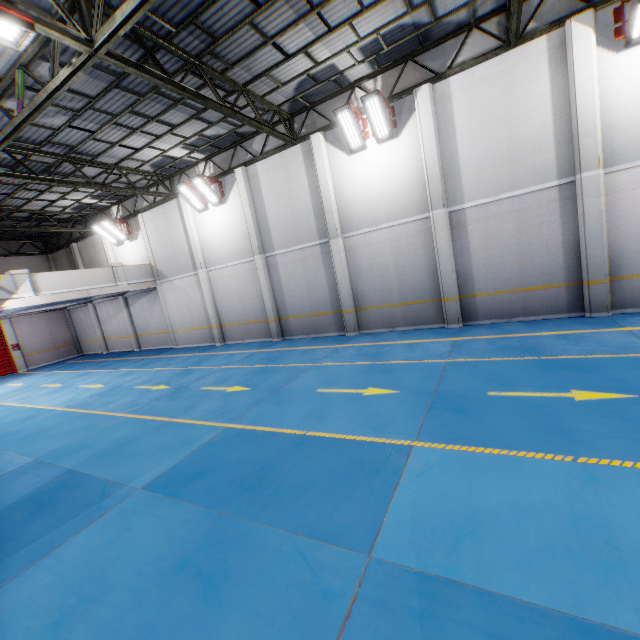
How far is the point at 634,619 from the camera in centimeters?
233cm

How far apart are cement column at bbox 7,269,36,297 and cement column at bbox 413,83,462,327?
16.62m

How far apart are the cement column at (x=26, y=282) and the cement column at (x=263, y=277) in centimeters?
949cm

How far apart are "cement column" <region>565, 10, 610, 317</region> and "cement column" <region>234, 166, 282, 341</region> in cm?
1133

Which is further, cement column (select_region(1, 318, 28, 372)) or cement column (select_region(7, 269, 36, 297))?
cement column (select_region(1, 318, 28, 372))

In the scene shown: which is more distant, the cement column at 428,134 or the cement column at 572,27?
the cement column at 428,134

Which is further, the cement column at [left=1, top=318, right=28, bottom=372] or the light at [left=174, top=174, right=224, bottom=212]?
the cement column at [left=1, top=318, right=28, bottom=372]

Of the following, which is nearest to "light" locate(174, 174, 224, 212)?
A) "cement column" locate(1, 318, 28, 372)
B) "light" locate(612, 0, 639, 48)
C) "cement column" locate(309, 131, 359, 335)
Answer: "cement column" locate(309, 131, 359, 335)
